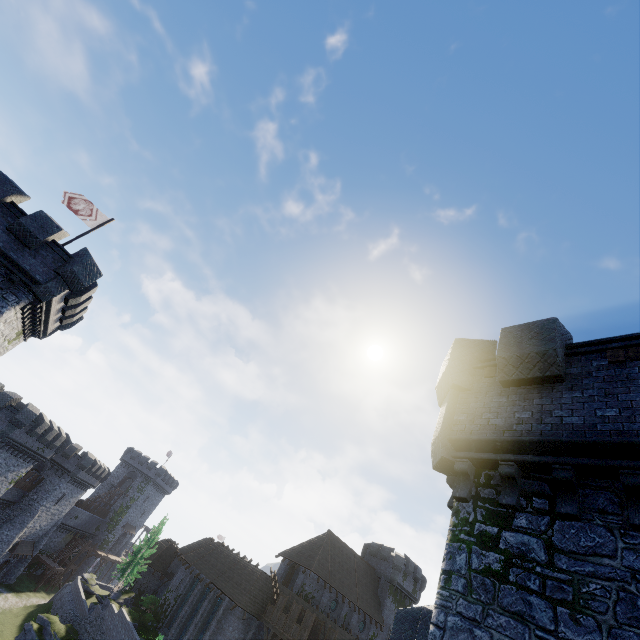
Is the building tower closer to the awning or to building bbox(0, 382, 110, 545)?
building bbox(0, 382, 110, 545)

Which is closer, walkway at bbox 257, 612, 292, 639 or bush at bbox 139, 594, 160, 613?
walkway at bbox 257, 612, 292, 639

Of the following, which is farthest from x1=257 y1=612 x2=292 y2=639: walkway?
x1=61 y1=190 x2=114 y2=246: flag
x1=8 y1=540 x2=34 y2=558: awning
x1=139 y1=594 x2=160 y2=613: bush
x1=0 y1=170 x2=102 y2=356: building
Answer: x1=8 y1=540 x2=34 y2=558: awning

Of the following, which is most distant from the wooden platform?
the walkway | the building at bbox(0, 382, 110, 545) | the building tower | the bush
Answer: the bush

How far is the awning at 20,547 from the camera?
42.91m

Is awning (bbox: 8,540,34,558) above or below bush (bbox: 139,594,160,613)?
below

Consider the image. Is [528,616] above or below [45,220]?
below

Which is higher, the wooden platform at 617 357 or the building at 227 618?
the wooden platform at 617 357
